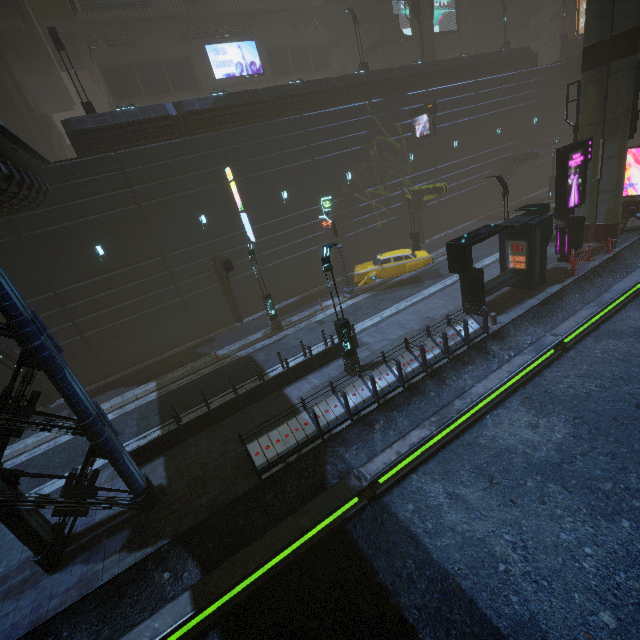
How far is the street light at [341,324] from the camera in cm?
1164

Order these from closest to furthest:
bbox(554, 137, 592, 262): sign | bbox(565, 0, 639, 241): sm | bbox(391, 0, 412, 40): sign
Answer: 1. bbox(565, 0, 639, 241): sm
2. bbox(554, 137, 592, 262): sign
3. bbox(391, 0, 412, 40): sign

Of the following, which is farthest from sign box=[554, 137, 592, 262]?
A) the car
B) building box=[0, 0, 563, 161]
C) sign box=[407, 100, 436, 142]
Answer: sign box=[407, 100, 436, 142]

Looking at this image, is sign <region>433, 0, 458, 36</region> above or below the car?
above

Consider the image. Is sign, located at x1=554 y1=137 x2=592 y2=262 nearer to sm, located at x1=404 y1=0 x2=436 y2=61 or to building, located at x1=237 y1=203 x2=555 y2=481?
building, located at x1=237 y1=203 x2=555 y2=481

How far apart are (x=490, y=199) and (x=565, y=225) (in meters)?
18.57

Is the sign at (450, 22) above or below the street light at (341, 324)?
above

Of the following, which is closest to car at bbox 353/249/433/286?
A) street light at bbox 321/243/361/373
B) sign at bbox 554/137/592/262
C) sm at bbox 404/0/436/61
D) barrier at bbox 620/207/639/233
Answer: sign at bbox 554/137/592/262
